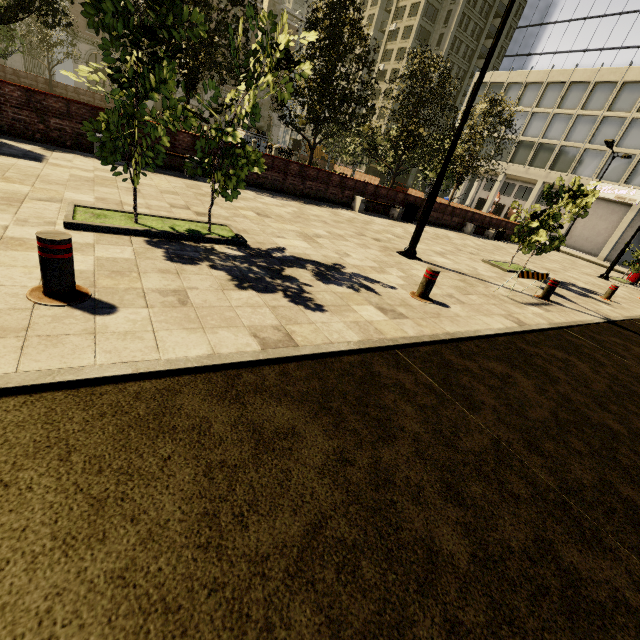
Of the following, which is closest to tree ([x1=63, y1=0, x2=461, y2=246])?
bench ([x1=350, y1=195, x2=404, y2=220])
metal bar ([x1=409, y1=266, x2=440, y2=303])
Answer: metal bar ([x1=409, y1=266, x2=440, y2=303])

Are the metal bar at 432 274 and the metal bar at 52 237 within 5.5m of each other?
yes

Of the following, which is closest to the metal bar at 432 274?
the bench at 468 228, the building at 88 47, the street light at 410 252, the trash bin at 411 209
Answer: the street light at 410 252

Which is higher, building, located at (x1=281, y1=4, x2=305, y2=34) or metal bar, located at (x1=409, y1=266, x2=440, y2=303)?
building, located at (x1=281, y1=4, x2=305, y2=34)

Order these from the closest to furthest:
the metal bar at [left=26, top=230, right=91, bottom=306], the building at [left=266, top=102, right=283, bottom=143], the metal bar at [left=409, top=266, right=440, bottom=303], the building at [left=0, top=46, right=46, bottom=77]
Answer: the metal bar at [left=26, top=230, right=91, bottom=306]
the metal bar at [left=409, top=266, right=440, bottom=303]
the building at [left=0, top=46, right=46, bottom=77]
the building at [left=266, top=102, right=283, bottom=143]

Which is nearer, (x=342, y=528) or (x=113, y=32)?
(x=342, y=528)

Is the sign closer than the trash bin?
No

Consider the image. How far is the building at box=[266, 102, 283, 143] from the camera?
55.93m
